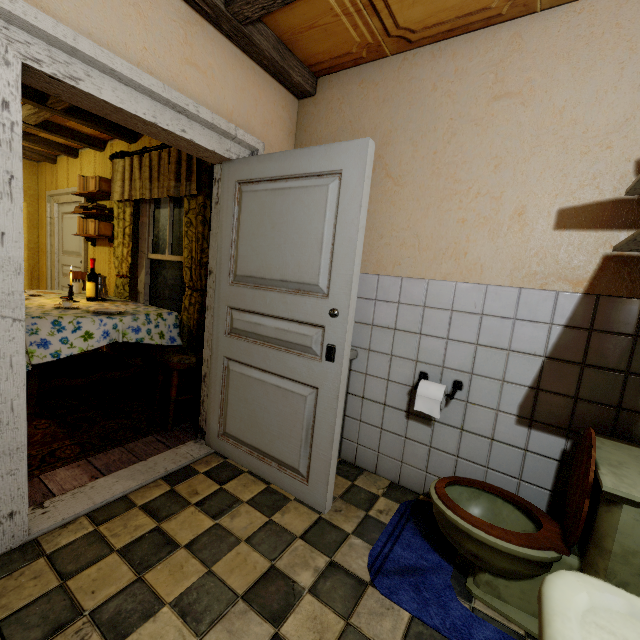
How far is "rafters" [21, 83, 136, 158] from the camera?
3.2m

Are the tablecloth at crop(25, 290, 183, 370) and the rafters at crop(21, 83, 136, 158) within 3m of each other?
yes

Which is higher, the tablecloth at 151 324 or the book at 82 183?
the book at 82 183

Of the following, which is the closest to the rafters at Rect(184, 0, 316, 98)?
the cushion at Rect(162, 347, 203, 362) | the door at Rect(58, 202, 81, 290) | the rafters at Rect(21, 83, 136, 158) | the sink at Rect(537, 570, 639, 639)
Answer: the rafters at Rect(21, 83, 136, 158)

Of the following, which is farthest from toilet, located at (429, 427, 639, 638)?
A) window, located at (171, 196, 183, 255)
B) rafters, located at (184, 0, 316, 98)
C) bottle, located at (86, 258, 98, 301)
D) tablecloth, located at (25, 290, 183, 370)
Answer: bottle, located at (86, 258, 98, 301)

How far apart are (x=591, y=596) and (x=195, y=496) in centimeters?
198cm

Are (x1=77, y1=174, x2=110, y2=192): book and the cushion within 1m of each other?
no

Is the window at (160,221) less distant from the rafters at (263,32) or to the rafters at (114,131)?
the rafters at (114,131)
